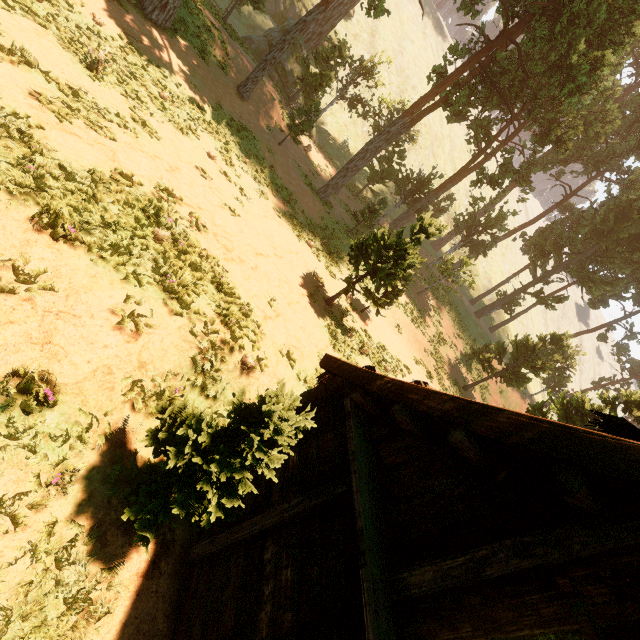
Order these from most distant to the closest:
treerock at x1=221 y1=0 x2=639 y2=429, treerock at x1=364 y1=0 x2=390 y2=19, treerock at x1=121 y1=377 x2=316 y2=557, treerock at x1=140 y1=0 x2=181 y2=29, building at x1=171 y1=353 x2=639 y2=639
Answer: treerock at x1=364 y1=0 x2=390 y2=19
treerock at x1=221 y1=0 x2=639 y2=429
treerock at x1=140 y1=0 x2=181 y2=29
treerock at x1=121 y1=377 x2=316 y2=557
building at x1=171 y1=353 x2=639 y2=639

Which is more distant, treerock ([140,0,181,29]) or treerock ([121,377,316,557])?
treerock ([140,0,181,29])

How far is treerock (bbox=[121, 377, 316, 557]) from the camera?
4.0 meters

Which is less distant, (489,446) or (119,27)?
(489,446)

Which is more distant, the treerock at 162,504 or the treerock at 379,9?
the treerock at 379,9

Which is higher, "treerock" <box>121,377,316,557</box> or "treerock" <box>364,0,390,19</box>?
"treerock" <box>364,0,390,19</box>
